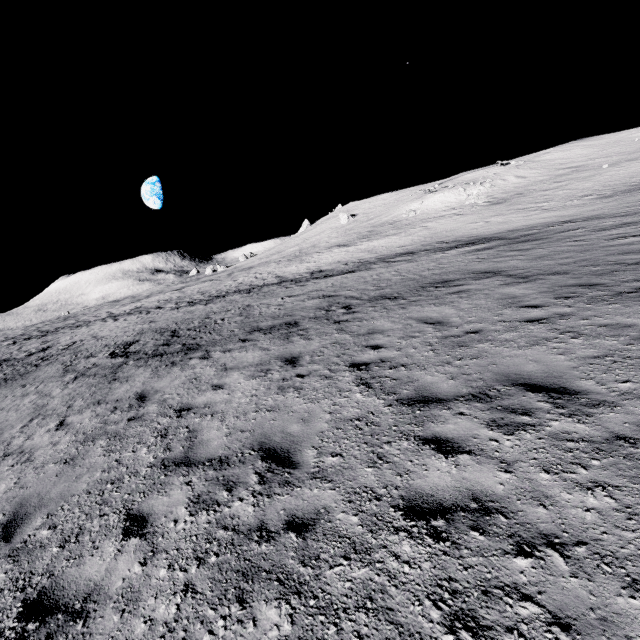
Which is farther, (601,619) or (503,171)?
(503,171)
